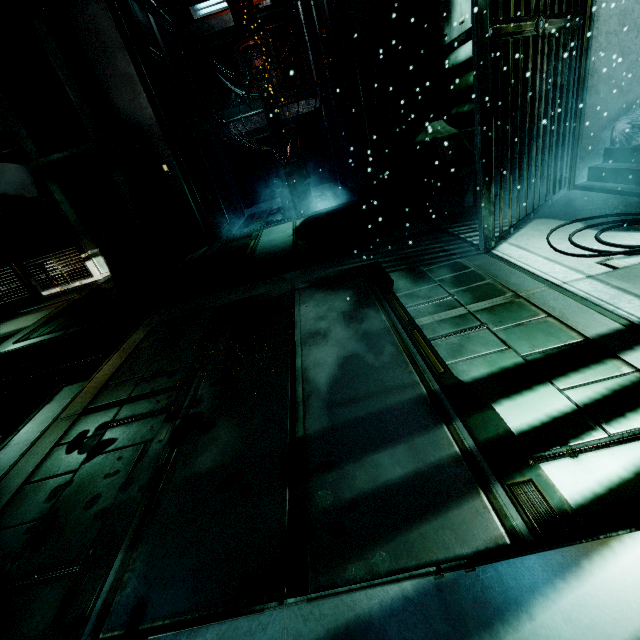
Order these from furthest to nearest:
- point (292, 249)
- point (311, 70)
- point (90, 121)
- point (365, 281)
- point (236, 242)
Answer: point (311, 70) < point (236, 242) < point (90, 121) < point (292, 249) < point (365, 281)

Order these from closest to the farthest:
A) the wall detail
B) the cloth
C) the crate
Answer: the wall detail, the crate, the cloth

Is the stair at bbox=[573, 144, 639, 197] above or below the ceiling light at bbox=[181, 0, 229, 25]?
below

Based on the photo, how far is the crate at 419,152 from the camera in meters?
4.6 m

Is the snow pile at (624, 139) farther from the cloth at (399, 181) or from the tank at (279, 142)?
the tank at (279, 142)

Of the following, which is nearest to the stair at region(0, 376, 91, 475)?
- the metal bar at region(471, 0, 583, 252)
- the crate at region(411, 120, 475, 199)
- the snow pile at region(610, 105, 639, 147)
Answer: the metal bar at region(471, 0, 583, 252)

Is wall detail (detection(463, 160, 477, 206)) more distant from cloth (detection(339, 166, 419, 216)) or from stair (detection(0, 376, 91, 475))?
stair (detection(0, 376, 91, 475))

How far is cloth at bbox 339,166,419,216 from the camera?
5.21m
